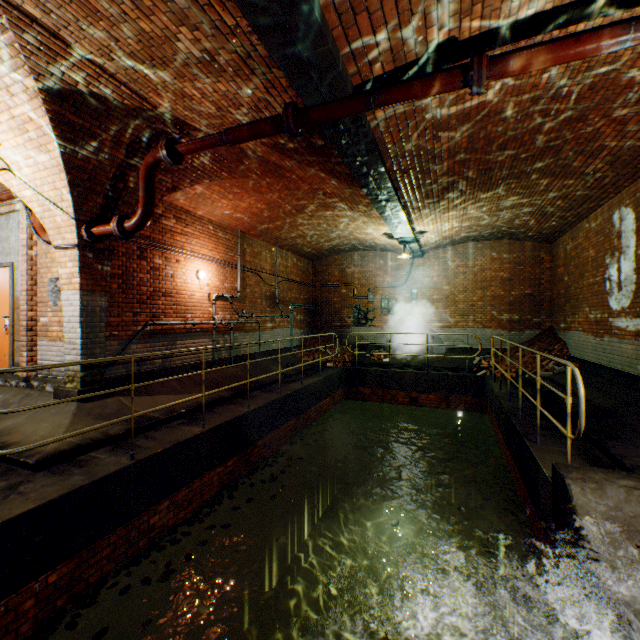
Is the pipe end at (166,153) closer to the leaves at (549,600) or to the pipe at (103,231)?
the pipe at (103,231)

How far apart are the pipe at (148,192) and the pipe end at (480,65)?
4.0m

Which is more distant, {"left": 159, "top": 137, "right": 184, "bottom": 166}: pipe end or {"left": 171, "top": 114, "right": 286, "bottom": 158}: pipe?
{"left": 159, "top": 137, "right": 184, "bottom": 166}: pipe end

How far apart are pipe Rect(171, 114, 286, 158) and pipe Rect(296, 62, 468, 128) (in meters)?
0.16

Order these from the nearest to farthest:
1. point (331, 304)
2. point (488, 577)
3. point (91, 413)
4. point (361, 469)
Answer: point (91, 413), point (488, 577), point (361, 469), point (331, 304)

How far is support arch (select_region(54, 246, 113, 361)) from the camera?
5.4m

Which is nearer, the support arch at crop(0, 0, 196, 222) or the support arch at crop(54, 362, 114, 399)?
the support arch at crop(0, 0, 196, 222)

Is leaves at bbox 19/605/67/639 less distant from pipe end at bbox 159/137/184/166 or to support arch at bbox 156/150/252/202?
support arch at bbox 156/150/252/202
